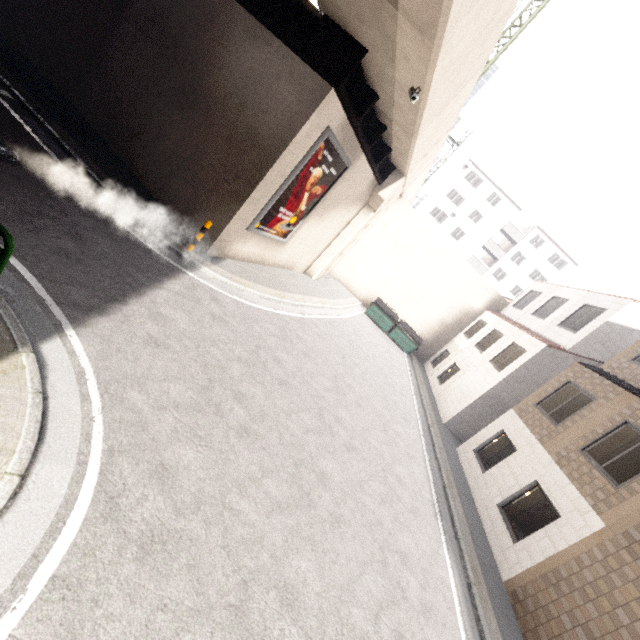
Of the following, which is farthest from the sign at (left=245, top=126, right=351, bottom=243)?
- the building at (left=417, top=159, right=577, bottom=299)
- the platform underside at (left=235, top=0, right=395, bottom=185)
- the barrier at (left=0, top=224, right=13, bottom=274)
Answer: the building at (left=417, top=159, right=577, bottom=299)

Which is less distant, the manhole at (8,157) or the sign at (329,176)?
the manhole at (8,157)

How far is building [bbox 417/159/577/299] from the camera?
42.2 meters

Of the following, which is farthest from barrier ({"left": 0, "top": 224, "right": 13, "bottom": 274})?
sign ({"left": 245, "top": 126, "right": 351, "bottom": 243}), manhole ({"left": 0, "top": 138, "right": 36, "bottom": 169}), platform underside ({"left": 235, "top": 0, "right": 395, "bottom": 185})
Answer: platform underside ({"left": 235, "top": 0, "right": 395, "bottom": 185})

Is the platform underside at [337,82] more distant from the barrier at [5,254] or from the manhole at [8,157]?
the barrier at [5,254]

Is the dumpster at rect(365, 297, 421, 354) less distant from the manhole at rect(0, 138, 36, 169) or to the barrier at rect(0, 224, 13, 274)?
the manhole at rect(0, 138, 36, 169)

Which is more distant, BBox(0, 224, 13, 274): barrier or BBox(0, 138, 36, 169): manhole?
BBox(0, 138, 36, 169): manhole

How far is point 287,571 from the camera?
4.5 meters
